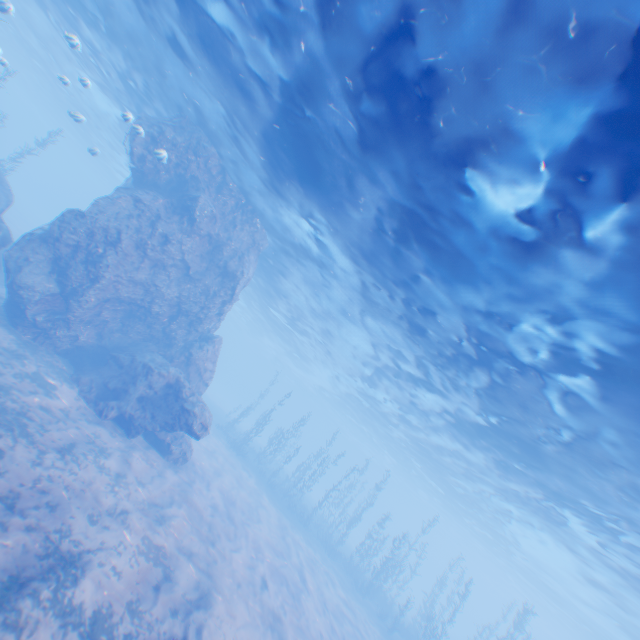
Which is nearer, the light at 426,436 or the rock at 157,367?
the light at 426,436

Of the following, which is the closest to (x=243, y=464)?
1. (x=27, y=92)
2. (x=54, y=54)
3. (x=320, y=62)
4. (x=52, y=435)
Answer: (x=52, y=435)

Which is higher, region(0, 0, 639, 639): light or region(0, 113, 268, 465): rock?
region(0, 0, 639, 639): light

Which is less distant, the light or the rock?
the light

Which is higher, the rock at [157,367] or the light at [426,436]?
the light at [426,436]
